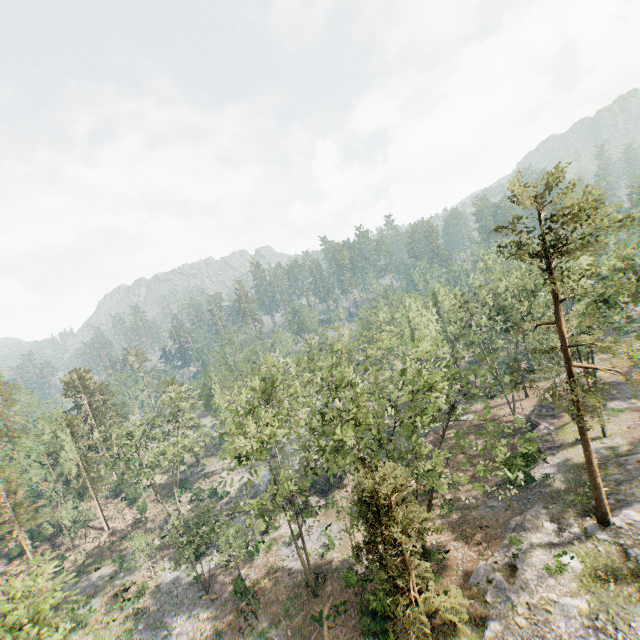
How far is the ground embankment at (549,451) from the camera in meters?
32.6

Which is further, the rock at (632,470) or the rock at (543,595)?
the rock at (632,470)

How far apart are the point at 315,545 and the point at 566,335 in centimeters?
3054cm

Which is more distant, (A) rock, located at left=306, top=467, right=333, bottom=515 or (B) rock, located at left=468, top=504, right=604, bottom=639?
(A) rock, located at left=306, top=467, right=333, bottom=515

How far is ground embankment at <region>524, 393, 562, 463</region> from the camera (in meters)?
32.60

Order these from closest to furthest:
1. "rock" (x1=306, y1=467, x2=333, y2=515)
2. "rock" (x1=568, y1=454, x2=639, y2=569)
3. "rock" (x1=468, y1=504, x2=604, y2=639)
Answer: "rock" (x1=468, y1=504, x2=604, y2=639) → "rock" (x1=568, y1=454, x2=639, y2=569) → "rock" (x1=306, y1=467, x2=333, y2=515)

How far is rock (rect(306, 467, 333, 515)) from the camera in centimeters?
3816cm
